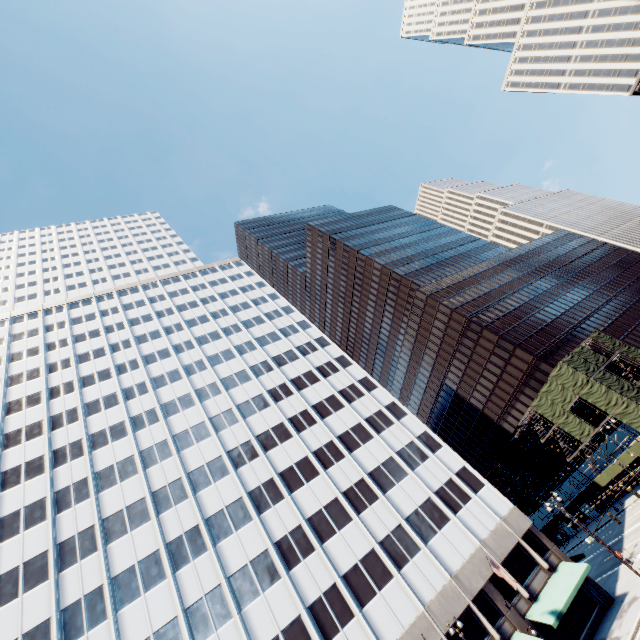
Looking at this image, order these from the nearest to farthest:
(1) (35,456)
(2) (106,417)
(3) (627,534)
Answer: (1) (35,456) → (3) (627,534) → (2) (106,417)

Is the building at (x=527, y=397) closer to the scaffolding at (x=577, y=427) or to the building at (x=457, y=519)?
the scaffolding at (x=577, y=427)

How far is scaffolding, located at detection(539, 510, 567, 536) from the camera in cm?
5438

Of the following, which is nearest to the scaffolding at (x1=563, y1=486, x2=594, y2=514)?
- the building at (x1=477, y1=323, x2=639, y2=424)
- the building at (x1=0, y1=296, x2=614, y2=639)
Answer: the building at (x1=477, y1=323, x2=639, y2=424)

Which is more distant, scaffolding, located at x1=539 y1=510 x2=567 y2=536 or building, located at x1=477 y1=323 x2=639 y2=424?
scaffolding, located at x1=539 y1=510 x2=567 y2=536

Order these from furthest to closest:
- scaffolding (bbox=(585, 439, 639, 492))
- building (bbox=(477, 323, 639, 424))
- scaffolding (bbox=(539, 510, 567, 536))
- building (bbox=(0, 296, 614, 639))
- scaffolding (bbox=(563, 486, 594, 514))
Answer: scaffolding (bbox=(539, 510, 567, 536)) → building (bbox=(477, 323, 639, 424)) → scaffolding (bbox=(563, 486, 594, 514)) → scaffolding (bbox=(585, 439, 639, 492)) → building (bbox=(0, 296, 614, 639))
